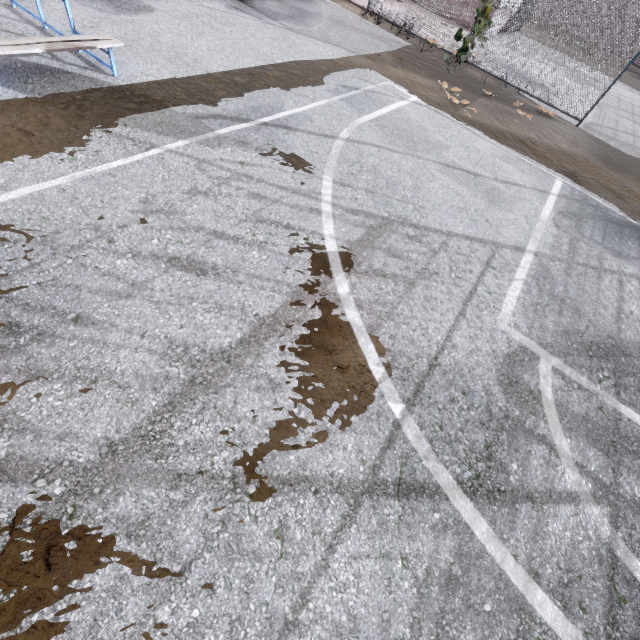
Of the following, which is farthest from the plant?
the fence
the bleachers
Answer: the bleachers

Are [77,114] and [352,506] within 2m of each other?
no

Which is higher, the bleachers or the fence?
the fence

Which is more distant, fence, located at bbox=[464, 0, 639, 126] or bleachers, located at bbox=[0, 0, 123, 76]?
fence, located at bbox=[464, 0, 639, 126]

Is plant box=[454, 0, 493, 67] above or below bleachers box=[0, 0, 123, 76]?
above

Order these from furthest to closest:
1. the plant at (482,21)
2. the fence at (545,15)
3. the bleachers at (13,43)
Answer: the plant at (482,21) → the fence at (545,15) → the bleachers at (13,43)

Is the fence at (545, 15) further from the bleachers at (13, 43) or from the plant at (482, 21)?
the bleachers at (13, 43)

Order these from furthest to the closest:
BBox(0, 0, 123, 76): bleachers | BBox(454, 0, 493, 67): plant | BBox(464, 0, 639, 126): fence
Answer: BBox(454, 0, 493, 67): plant
BBox(464, 0, 639, 126): fence
BBox(0, 0, 123, 76): bleachers
